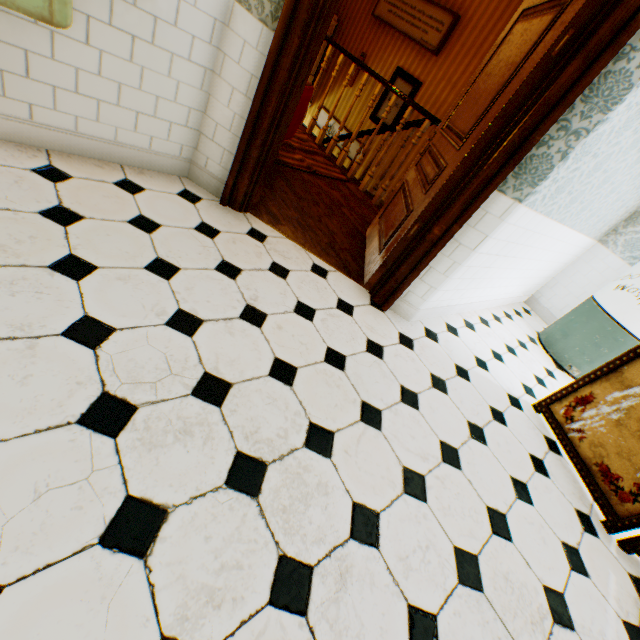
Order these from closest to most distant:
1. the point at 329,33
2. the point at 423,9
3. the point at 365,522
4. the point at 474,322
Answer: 1. the point at 365,522
2. the point at 474,322
3. the point at 423,9
4. the point at 329,33

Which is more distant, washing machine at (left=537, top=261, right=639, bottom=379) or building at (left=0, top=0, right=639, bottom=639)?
washing machine at (left=537, top=261, right=639, bottom=379)

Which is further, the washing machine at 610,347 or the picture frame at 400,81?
the picture frame at 400,81

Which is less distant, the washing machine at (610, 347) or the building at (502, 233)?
the building at (502, 233)

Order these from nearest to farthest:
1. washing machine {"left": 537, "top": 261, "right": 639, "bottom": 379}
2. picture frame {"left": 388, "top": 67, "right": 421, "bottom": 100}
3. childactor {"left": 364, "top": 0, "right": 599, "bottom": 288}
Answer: childactor {"left": 364, "top": 0, "right": 599, "bottom": 288} < washing machine {"left": 537, "top": 261, "right": 639, "bottom": 379} < picture frame {"left": 388, "top": 67, "right": 421, "bottom": 100}

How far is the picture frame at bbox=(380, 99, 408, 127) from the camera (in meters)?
6.24

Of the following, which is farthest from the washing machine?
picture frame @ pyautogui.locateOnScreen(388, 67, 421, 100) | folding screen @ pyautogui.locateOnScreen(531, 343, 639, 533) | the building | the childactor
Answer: picture frame @ pyautogui.locateOnScreen(388, 67, 421, 100)

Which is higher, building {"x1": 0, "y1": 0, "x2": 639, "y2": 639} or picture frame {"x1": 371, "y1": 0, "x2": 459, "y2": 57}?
picture frame {"x1": 371, "y1": 0, "x2": 459, "y2": 57}
